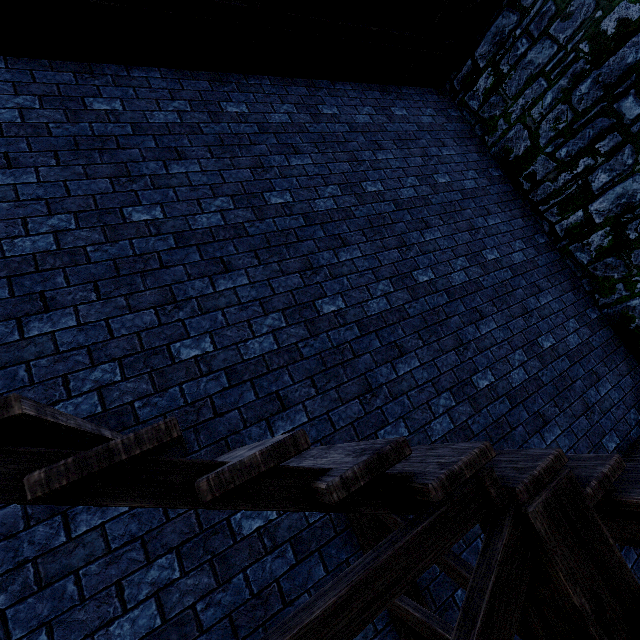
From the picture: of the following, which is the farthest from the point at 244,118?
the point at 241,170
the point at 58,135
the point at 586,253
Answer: the point at 586,253

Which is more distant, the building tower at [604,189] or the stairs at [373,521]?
the building tower at [604,189]

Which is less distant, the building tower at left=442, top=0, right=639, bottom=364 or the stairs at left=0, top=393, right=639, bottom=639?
the stairs at left=0, top=393, right=639, bottom=639
